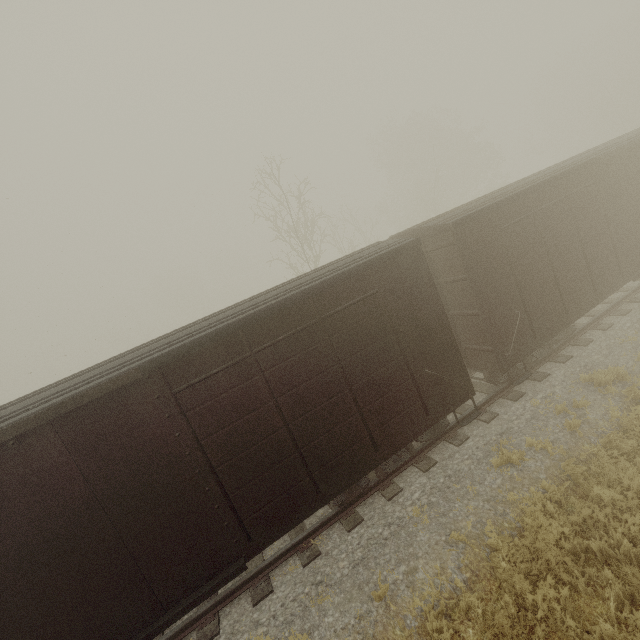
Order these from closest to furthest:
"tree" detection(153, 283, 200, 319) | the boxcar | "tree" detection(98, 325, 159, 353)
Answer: the boxcar, "tree" detection(98, 325, 159, 353), "tree" detection(153, 283, 200, 319)

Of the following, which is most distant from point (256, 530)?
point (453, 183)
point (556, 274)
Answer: point (453, 183)

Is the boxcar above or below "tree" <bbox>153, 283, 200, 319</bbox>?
below

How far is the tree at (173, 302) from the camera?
57.06m

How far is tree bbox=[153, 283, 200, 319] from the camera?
57.1 meters

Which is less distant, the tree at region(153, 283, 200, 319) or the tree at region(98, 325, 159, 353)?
the tree at region(98, 325, 159, 353)

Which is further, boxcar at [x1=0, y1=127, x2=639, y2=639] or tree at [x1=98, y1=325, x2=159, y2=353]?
tree at [x1=98, y1=325, x2=159, y2=353]

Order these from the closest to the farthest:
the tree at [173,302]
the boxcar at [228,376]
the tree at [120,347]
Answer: the boxcar at [228,376] < the tree at [120,347] < the tree at [173,302]
